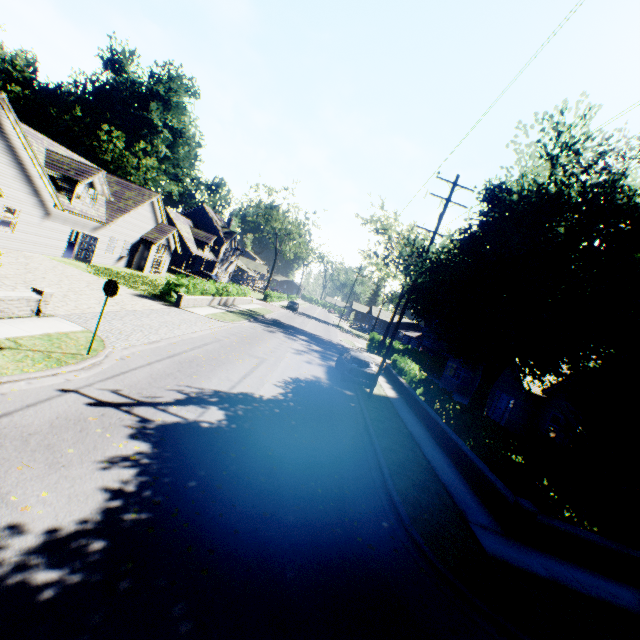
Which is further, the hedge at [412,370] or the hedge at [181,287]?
the hedge at [181,287]

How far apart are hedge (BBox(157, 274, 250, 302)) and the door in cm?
730

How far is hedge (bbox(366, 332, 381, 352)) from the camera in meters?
39.8

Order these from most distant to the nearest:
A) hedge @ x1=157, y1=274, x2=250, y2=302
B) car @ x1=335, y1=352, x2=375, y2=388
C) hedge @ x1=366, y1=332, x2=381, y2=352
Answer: hedge @ x1=366, y1=332, x2=381, y2=352, hedge @ x1=157, y1=274, x2=250, y2=302, car @ x1=335, y1=352, x2=375, y2=388

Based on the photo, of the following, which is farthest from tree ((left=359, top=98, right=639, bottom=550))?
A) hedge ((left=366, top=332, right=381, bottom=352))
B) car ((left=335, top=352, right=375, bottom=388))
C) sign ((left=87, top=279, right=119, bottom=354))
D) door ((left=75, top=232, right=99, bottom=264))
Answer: door ((left=75, top=232, right=99, bottom=264))

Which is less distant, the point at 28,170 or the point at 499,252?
the point at 499,252

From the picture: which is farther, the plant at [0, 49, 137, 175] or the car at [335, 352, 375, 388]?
the plant at [0, 49, 137, 175]

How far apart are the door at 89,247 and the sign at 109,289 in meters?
19.4
